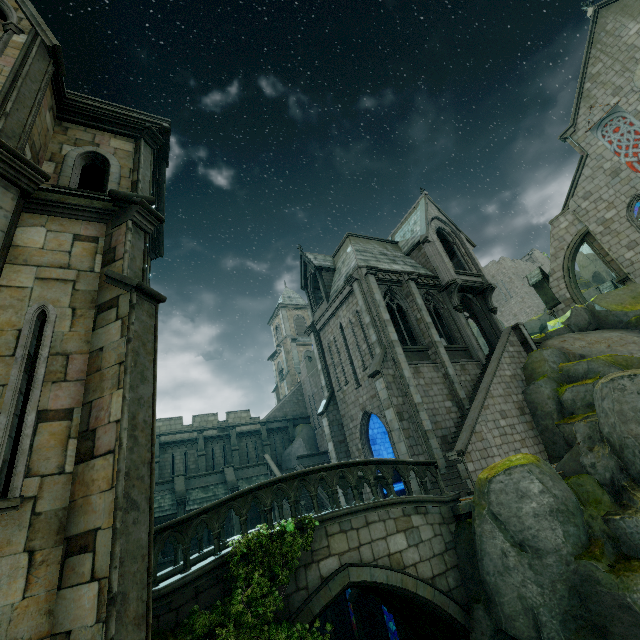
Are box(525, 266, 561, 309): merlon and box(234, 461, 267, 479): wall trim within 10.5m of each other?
no

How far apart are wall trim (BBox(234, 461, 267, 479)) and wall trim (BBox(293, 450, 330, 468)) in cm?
264

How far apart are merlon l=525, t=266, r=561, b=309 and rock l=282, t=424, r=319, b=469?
22.5m

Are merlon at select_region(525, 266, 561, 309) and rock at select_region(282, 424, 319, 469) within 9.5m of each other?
no

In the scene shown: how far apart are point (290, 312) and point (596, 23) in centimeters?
3858cm

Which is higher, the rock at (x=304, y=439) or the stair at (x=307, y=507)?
the rock at (x=304, y=439)

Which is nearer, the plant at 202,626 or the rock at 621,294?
the plant at 202,626

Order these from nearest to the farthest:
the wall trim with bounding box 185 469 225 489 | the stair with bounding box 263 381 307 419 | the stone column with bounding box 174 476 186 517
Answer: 1. the stone column with bounding box 174 476 186 517
2. the wall trim with bounding box 185 469 225 489
3. the stair with bounding box 263 381 307 419
